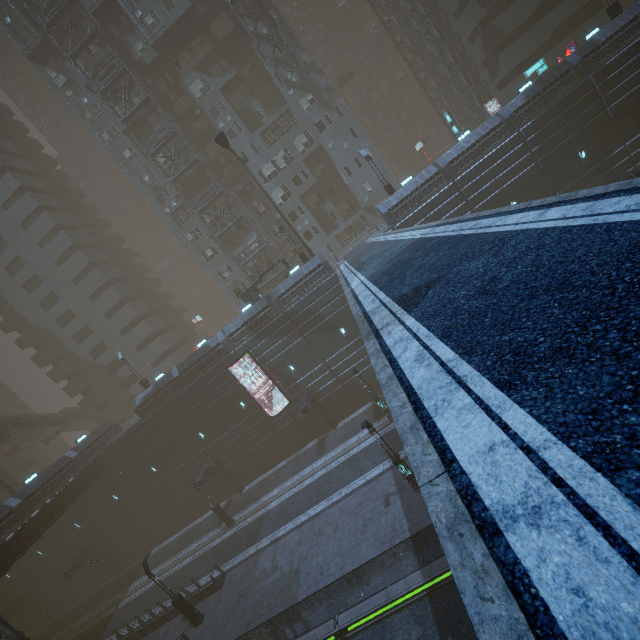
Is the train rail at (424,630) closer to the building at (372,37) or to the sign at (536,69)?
the building at (372,37)

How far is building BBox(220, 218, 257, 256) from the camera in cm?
3966

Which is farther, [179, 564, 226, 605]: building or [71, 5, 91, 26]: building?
[71, 5, 91, 26]: building

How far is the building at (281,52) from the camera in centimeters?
3650cm

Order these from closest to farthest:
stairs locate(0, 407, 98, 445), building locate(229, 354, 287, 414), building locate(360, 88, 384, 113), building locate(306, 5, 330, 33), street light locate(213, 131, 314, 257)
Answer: street light locate(213, 131, 314, 257), building locate(229, 354, 287, 414), stairs locate(0, 407, 98, 445), building locate(306, 5, 330, 33), building locate(360, 88, 384, 113)

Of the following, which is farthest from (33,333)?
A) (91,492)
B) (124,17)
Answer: (124,17)

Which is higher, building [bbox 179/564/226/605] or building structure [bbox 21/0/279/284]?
building structure [bbox 21/0/279/284]
